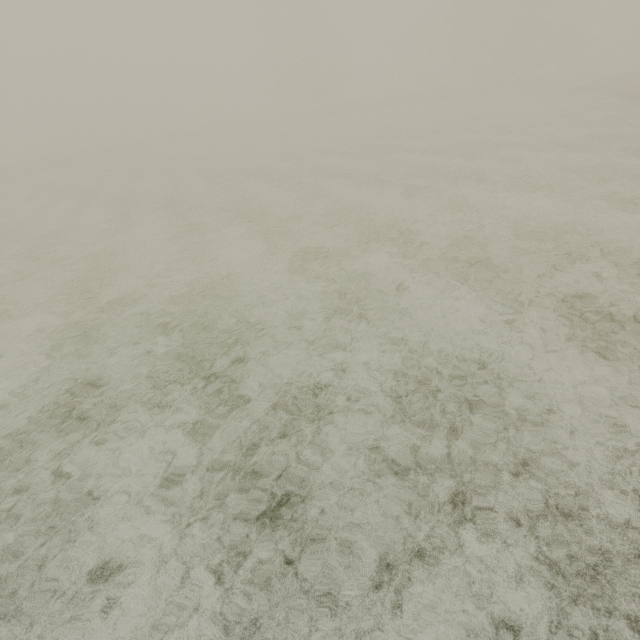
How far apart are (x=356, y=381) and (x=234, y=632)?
2.7m
